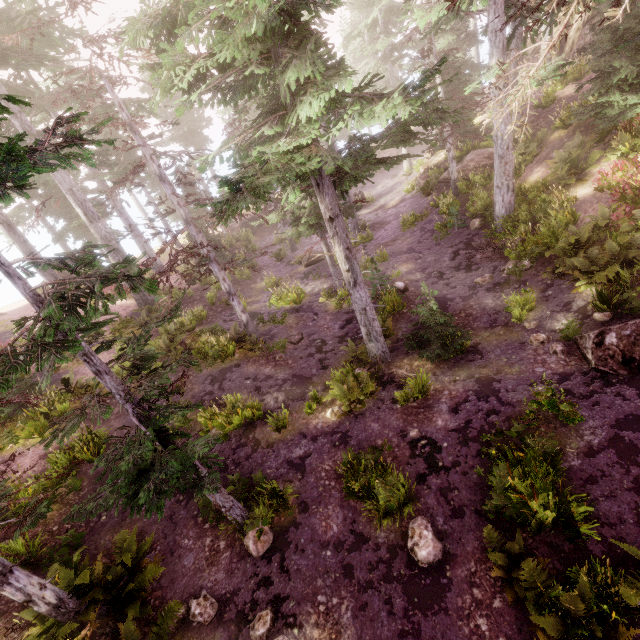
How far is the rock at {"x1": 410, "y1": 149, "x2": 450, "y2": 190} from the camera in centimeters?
2282cm

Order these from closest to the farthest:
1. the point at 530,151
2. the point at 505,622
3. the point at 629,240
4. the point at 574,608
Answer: the point at 574,608, the point at 505,622, the point at 629,240, the point at 530,151

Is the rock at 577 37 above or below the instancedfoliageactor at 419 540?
above

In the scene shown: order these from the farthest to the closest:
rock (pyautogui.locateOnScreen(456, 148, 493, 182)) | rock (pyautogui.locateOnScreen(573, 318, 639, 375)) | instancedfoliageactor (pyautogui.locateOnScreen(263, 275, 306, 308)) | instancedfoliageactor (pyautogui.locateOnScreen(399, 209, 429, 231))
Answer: instancedfoliageactor (pyautogui.locateOnScreen(399, 209, 429, 231)), rock (pyautogui.locateOnScreen(456, 148, 493, 182)), instancedfoliageactor (pyautogui.locateOnScreen(263, 275, 306, 308)), rock (pyautogui.locateOnScreen(573, 318, 639, 375))

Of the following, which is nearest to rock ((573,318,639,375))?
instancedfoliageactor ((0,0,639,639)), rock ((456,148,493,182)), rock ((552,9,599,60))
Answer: instancedfoliageactor ((0,0,639,639))

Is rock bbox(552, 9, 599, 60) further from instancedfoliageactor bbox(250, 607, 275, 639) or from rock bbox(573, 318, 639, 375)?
rock bbox(573, 318, 639, 375)

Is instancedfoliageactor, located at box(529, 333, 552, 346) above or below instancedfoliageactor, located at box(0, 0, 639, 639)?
below

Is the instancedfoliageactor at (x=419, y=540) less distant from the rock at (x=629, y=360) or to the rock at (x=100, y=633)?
the rock at (x=100, y=633)
